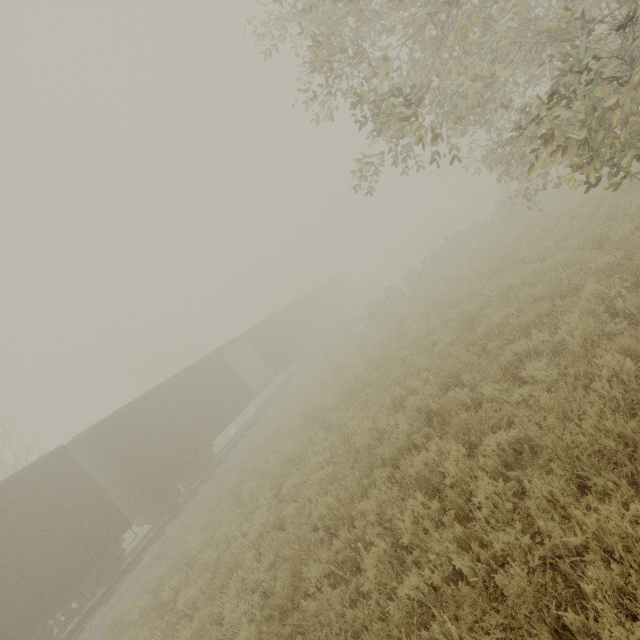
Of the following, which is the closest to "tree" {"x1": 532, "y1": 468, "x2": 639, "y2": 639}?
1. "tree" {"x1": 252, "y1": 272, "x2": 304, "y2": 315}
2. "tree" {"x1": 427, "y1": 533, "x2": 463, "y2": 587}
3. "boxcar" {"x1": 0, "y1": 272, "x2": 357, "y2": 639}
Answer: "tree" {"x1": 427, "y1": 533, "x2": 463, "y2": 587}

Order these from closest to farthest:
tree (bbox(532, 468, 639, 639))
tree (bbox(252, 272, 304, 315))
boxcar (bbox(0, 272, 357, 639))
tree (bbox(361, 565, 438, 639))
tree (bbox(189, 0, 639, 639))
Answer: tree (bbox(532, 468, 639, 639)) → tree (bbox(361, 565, 438, 639)) → tree (bbox(189, 0, 639, 639)) → boxcar (bbox(0, 272, 357, 639)) → tree (bbox(252, 272, 304, 315))

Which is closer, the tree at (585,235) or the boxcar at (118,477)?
the tree at (585,235)

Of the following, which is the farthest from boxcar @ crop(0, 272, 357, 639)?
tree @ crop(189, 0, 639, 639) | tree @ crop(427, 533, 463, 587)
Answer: tree @ crop(189, 0, 639, 639)

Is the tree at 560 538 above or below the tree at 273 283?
below

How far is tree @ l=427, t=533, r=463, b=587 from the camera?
3.67m

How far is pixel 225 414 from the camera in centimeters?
1667cm

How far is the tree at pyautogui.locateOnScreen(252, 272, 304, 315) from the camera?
45.44m
